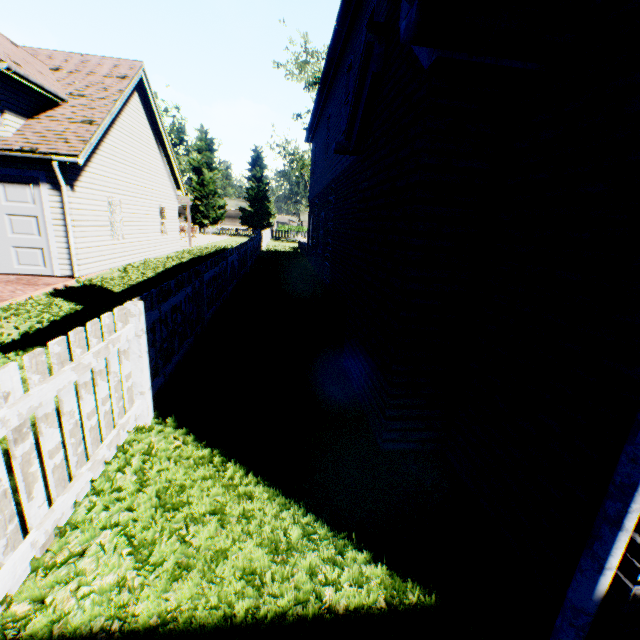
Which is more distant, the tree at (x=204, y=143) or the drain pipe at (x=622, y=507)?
the tree at (x=204, y=143)

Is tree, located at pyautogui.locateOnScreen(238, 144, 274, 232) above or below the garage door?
above

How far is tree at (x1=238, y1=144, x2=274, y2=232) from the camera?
44.53m

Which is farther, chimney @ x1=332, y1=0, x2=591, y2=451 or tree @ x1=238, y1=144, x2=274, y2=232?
tree @ x1=238, y1=144, x2=274, y2=232

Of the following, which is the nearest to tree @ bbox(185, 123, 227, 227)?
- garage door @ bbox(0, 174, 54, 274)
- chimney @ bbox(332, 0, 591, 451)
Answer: chimney @ bbox(332, 0, 591, 451)

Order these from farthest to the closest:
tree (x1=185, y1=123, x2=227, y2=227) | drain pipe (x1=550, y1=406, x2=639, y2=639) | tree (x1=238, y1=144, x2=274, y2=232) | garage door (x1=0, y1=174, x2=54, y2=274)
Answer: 1. tree (x1=238, y1=144, x2=274, y2=232)
2. tree (x1=185, y1=123, x2=227, y2=227)
3. garage door (x1=0, y1=174, x2=54, y2=274)
4. drain pipe (x1=550, y1=406, x2=639, y2=639)

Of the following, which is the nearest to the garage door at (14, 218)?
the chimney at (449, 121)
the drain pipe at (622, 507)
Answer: the chimney at (449, 121)

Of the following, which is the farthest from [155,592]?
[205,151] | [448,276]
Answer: [205,151]
